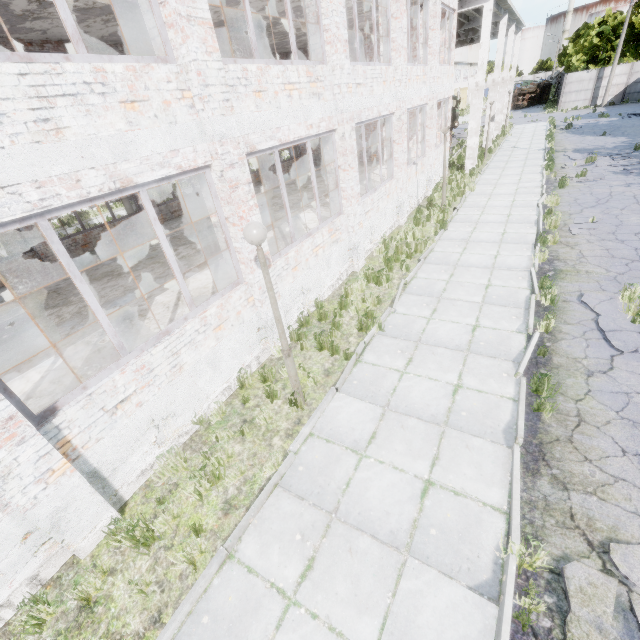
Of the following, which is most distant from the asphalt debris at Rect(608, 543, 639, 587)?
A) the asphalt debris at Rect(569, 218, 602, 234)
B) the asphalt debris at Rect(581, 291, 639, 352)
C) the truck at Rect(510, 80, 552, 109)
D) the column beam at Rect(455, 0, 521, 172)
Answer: the truck at Rect(510, 80, 552, 109)

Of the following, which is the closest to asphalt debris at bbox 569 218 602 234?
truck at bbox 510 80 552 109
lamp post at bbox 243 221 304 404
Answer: lamp post at bbox 243 221 304 404

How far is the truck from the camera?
47.7 meters

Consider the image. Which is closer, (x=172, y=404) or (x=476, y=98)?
(x=172, y=404)

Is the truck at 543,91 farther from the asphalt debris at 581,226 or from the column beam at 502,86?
the asphalt debris at 581,226

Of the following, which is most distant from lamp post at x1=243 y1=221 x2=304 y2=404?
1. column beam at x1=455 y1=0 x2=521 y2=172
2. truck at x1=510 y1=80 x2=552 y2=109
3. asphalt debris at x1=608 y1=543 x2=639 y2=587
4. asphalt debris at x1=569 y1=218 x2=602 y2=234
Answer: truck at x1=510 y1=80 x2=552 y2=109

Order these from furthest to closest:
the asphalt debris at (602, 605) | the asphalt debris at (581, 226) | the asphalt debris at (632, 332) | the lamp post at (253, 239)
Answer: the asphalt debris at (581, 226), the asphalt debris at (632, 332), the lamp post at (253, 239), the asphalt debris at (602, 605)

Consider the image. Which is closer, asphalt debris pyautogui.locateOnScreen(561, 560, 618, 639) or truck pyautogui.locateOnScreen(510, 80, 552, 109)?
asphalt debris pyautogui.locateOnScreen(561, 560, 618, 639)
